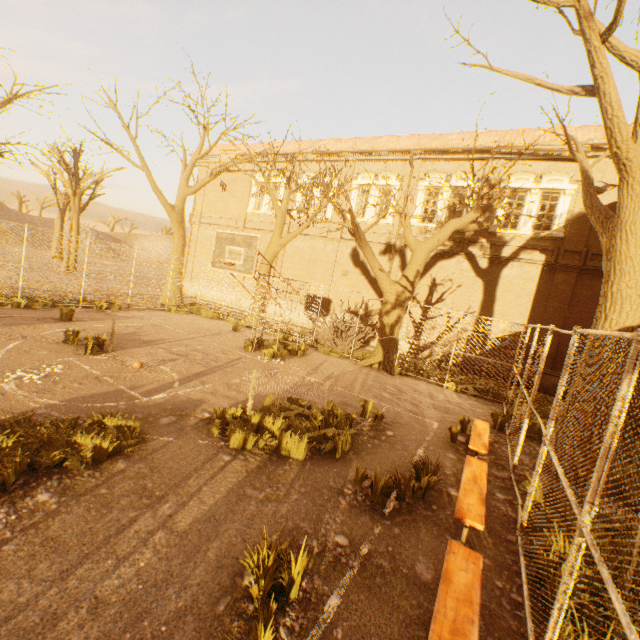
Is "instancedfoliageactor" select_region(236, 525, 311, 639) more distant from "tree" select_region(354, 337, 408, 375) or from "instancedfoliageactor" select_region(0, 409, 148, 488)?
"tree" select_region(354, 337, 408, 375)

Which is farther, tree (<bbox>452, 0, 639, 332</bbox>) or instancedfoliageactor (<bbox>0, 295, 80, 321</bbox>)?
instancedfoliageactor (<bbox>0, 295, 80, 321</bbox>)

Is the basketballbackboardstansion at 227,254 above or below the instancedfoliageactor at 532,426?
above

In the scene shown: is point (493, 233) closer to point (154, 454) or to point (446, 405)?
point (446, 405)

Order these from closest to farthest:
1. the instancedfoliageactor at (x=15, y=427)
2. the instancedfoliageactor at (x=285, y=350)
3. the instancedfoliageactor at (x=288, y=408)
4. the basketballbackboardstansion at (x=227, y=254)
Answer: the instancedfoliageactor at (x=15, y=427) < the instancedfoliageactor at (x=288, y=408) < the basketballbackboardstansion at (x=227, y=254) < the instancedfoliageactor at (x=285, y=350)

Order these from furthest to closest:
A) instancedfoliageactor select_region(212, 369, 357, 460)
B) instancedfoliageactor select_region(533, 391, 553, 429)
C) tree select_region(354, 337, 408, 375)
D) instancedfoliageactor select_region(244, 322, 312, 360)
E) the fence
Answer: tree select_region(354, 337, 408, 375)
instancedfoliageactor select_region(244, 322, 312, 360)
instancedfoliageactor select_region(533, 391, 553, 429)
instancedfoliageactor select_region(212, 369, 357, 460)
the fence

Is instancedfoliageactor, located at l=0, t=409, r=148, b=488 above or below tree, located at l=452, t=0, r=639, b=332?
below

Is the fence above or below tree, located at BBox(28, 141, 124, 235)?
below
